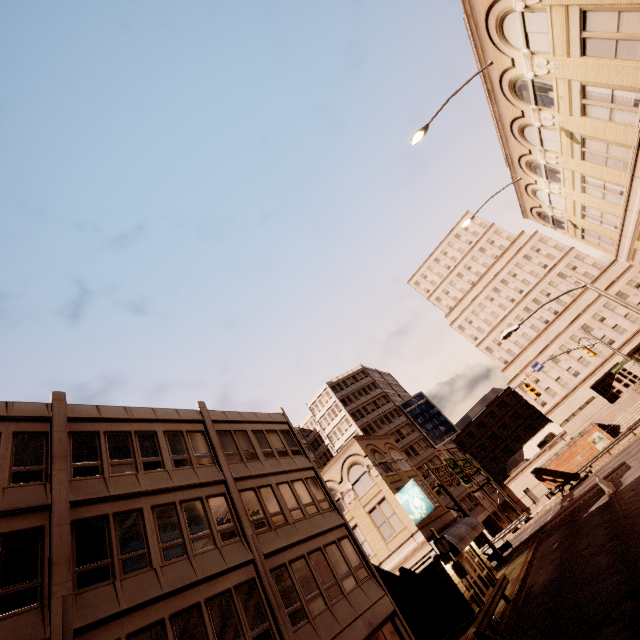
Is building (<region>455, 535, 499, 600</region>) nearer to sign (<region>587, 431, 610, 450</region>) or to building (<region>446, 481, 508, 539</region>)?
building (<region>446, 481, 508, 539</region>)

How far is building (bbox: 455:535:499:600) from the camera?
22.7 meters

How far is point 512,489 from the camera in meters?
53.8 m

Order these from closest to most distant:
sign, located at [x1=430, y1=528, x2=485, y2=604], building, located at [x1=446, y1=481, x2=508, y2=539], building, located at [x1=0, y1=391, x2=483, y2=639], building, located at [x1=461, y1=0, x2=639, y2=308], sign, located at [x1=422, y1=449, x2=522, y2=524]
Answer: building, located at [x1=0, y1=391, x2=483, y2=639], building, located at [x1=461, y1=0, x2=639, y2=308], sign, located at [x1=430, y1=528, x2=485, y2=604], sign, located at [x1=422, y1=449, x2=522, y2=524], building, located at [x1=446, y1=481, x2=508, y2=539]

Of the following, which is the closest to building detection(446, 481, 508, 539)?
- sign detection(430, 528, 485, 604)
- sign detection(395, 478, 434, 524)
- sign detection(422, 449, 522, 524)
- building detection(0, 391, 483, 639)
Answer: sign detection(422, 449, 522, 524)

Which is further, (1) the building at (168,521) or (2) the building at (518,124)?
(2) the building at (518,124)

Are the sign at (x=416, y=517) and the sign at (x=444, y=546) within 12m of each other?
yes

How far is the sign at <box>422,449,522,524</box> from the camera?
33.3m
